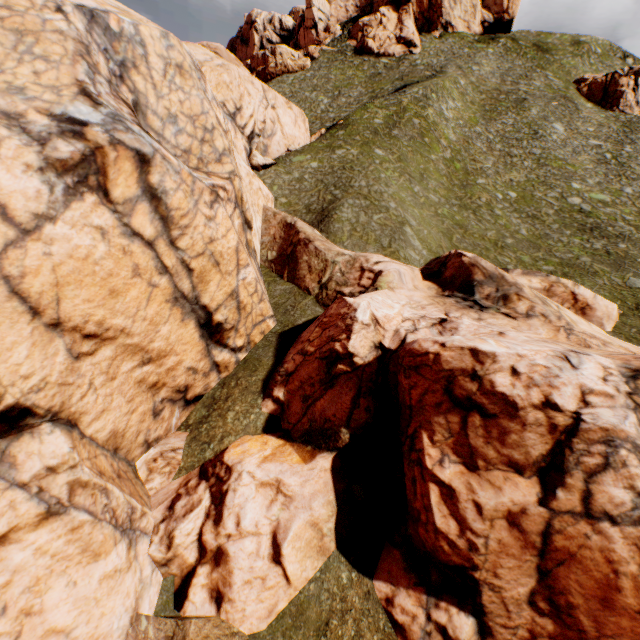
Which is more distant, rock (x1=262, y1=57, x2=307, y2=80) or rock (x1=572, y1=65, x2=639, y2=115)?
rock (x1=262, y1=57, x2=307, y2=80)

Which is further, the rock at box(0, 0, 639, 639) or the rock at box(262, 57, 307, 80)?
the rock at box(262, 57, 307, 80)

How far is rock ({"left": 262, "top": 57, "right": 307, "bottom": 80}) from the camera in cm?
5884

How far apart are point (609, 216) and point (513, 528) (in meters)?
33.55

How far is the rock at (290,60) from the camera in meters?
58.8

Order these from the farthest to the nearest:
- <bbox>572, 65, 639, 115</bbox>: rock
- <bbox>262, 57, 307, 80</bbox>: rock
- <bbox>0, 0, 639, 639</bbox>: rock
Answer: <bbox>262, 57, 307, 80</bbox>: rock → <bbox>572, 65, 639, 115</bbox>: rock → <bbox>0, 0, 639, 639</bbox>: rock

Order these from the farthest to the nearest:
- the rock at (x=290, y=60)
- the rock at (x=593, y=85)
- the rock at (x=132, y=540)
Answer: the rock at (x=290, y=60) → the rock at (x=593, y=85) → the rock at (x=132, y=540)
